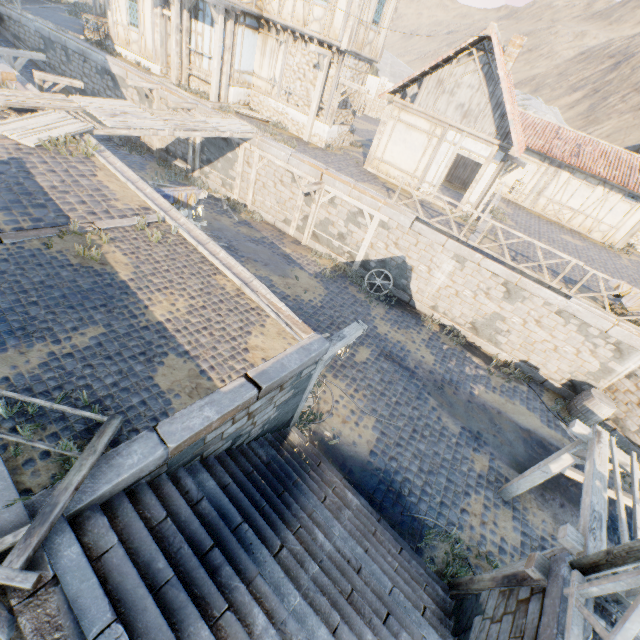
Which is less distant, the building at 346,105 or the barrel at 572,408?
the barrel at 572,408

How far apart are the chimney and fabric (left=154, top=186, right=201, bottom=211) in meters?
13.4 m

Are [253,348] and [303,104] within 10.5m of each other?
no

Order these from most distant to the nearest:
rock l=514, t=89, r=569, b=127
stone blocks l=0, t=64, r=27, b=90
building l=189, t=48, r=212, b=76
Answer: rock l=514, t=89, r=569, b=127
building l=189, t=48, r=212, b=76
stone blocks l=0, t=64, r=27, b=90

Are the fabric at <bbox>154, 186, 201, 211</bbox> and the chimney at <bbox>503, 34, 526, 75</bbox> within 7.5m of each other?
no

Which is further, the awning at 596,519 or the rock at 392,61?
the rock at 392,61

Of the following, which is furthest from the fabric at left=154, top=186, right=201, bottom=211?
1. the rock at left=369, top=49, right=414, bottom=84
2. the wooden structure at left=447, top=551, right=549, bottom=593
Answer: the rock at left=369, top=49, right=414, bottom=84

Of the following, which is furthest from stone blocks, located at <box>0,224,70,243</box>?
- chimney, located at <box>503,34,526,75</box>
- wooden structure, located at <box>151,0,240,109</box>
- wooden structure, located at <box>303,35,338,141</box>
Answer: chimney, located at <box>503,34,526,75</box>
